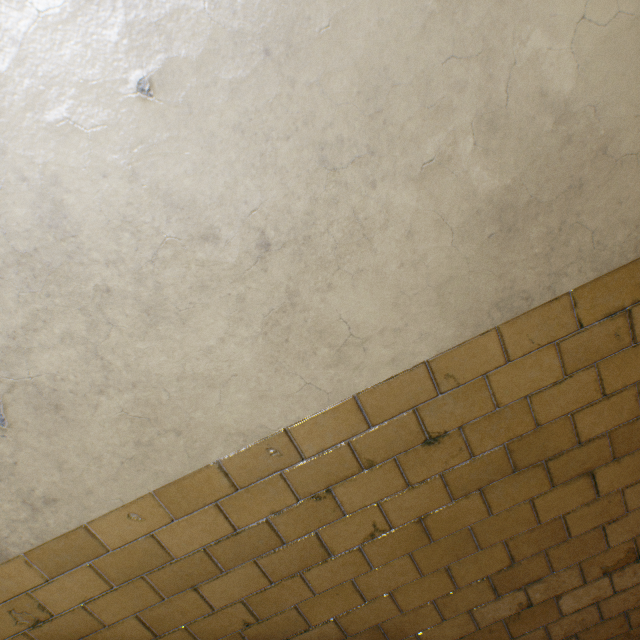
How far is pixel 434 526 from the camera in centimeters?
122cm
